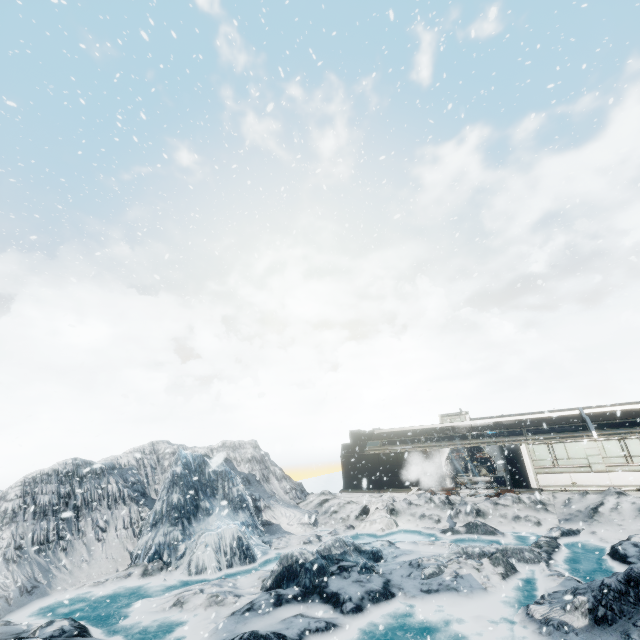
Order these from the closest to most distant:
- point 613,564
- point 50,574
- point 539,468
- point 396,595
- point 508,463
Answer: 1. point 396,595
2. point 613,564
3. point 50,574
4. point 539,468
5. point 508,463
